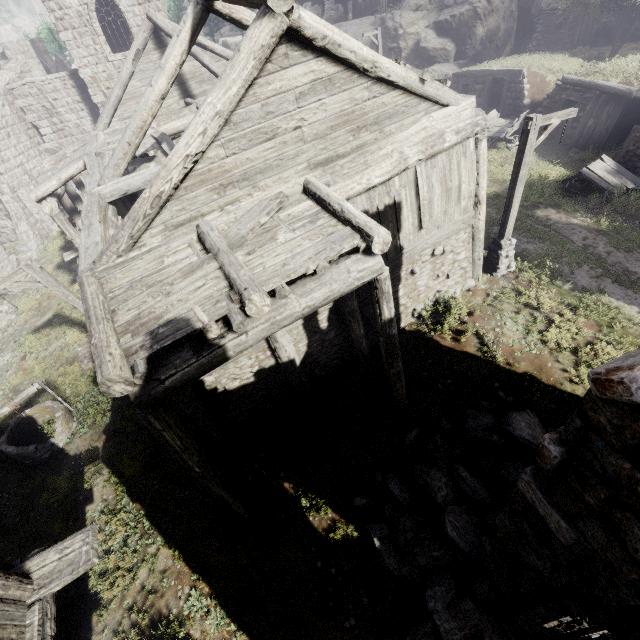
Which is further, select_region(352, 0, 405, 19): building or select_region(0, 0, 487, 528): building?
select_region(352, 0, 405, 19): building

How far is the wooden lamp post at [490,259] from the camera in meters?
8.6

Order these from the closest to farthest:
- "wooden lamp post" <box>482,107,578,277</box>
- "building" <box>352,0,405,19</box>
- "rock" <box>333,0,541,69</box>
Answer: "wooden lamp post" <box>482,107,578,277</box>, "rock" <box>333,0,541,69</box>, "building" <box>352,0,405,19</box>

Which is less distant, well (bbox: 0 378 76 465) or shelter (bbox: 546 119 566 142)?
well (bbox: 0 378 76 465)

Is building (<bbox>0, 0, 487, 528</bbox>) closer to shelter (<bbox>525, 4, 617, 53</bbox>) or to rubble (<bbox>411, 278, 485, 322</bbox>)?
rubble (<bbox>411, 278, 485, 322</bbox>)

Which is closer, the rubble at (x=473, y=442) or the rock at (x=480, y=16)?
the rubble at (x=473, y=442)

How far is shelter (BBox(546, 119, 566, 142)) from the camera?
17.08m

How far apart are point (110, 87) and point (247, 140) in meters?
22.5 m
